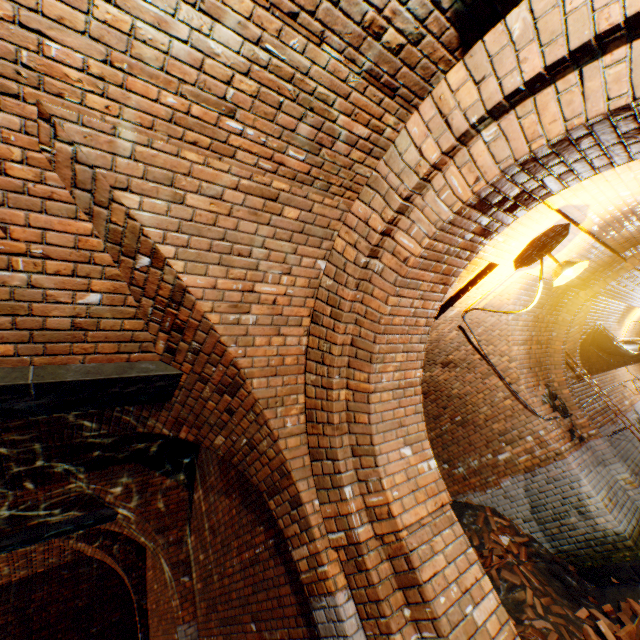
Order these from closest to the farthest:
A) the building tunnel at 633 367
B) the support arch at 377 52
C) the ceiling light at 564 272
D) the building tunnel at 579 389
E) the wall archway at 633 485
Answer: the support arch at 377 52 → the ceiling light at 564 272 → the wall archway at 633 485 → the building tunnel at 579 389 → the building tunnel at 633 367

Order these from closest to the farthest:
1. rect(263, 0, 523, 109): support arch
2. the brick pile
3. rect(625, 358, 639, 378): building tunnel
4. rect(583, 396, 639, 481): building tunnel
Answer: rect(263, 0, 523, 109): support arch → the brick pile → rect(583, 396, 639, 481): building tunnel → rect(625, 358, 639, 378): building tunnel

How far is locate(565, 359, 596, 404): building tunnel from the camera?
7.6m

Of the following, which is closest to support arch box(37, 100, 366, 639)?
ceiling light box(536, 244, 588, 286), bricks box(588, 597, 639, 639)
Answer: ceiling light box(536, 244, 588, 286)

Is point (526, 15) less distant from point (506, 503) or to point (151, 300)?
point (151, 300)

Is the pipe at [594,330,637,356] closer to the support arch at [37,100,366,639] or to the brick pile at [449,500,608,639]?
the brick pile at [449,500,608,639]

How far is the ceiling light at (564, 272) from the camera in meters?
3.9 m

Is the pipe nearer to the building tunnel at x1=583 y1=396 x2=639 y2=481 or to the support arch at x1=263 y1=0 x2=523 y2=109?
the building tunnel at x1=583 y1=396 x2=639 y2=481
